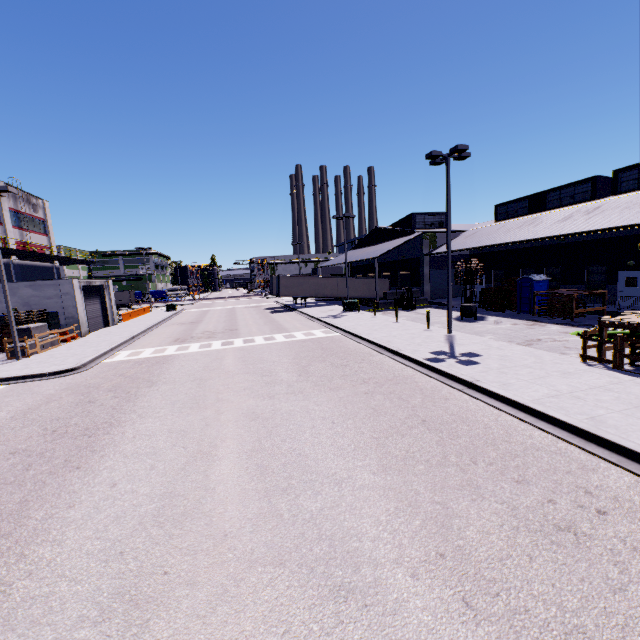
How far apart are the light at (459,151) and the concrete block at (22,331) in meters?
25.7

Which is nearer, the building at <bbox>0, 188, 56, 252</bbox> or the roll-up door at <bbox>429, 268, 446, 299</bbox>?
the building at <bbox>0, 188, 56, 252</bbox>

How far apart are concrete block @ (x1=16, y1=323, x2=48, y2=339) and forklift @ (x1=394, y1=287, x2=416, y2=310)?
28.6 meters

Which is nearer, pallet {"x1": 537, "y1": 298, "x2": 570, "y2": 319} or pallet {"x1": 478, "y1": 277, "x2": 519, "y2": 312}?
pallet {"x1": 537, "y1": 298, "x2": 570, "y2": 319}

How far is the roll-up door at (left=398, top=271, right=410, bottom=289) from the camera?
40.0m

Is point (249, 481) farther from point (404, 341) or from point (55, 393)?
point (404, 341)

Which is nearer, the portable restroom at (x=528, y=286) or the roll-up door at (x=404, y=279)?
the portable restroom at (x=528, y=286)

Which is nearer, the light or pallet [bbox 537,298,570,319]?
the light
